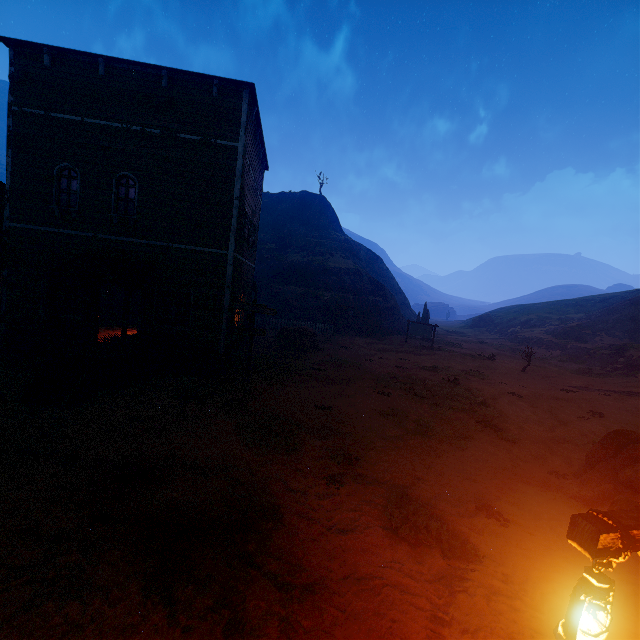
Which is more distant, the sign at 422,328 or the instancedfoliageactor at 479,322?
the instancedfoliageactor at 479,322

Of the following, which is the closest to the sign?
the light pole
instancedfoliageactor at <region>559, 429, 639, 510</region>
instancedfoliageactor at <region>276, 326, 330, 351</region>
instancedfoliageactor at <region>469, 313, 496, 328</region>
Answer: instancedfoliageactor at <region>276, 326, 330, 351</region>

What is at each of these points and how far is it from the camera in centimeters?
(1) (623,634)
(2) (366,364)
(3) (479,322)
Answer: (1) z, 423cm
(2) z, 1856cm
(3) instancedfoliageactor, 5600cm

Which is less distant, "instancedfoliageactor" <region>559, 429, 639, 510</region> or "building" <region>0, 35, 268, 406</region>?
"instancedfoliageactor" <region>559, 429, 639, 510</region>

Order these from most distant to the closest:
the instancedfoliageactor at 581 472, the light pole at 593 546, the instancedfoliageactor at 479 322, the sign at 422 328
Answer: the instancedfoliageactor at 479 322 < the sign at 422 328 < the instancedfoliageactor at 581 472 < the light pole at 593 546

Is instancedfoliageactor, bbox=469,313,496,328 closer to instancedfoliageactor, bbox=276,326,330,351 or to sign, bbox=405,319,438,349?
sign, bbox=405,319,438,349

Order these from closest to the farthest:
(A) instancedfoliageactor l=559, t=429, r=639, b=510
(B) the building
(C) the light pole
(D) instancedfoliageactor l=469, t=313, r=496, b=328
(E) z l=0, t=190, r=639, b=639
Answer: (C) the light pole → (E) z l=0, t=190, r=639, b=639 → (A) instancedfoliageactor l=559, t=429, r=639, b=510 → (B) the building → (D) instancedfoliageactor l=469, t=313, r=496, b=328

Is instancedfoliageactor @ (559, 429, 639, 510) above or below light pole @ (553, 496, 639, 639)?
below
